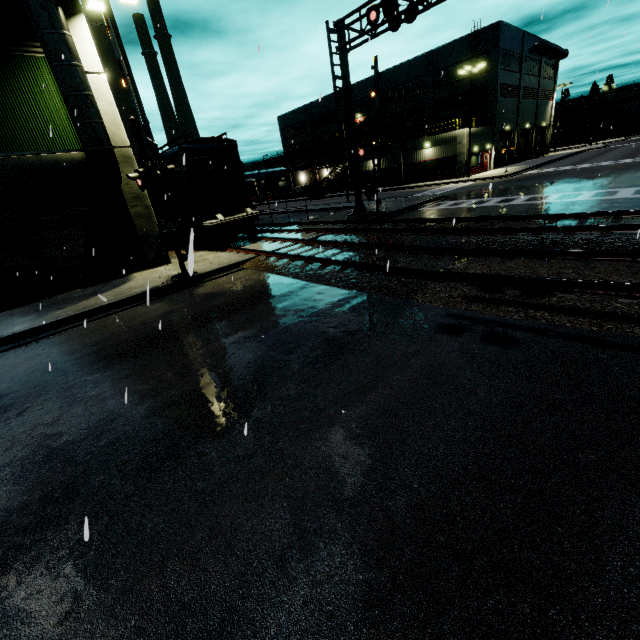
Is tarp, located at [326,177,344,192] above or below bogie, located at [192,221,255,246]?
above

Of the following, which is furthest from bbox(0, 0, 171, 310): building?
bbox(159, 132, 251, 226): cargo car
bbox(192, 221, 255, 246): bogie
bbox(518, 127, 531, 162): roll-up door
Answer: bbox(192, 221, 255, 246): bogie

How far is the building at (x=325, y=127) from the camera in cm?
5429

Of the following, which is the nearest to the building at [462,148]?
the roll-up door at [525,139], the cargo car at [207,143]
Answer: the roll-up door at [525,139]

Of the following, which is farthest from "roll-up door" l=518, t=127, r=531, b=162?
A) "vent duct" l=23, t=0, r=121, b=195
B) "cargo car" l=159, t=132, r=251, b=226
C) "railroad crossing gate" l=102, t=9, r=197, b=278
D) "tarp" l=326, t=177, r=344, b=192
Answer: "railroad crossing gate" l=102, t=9, r=197, b=278

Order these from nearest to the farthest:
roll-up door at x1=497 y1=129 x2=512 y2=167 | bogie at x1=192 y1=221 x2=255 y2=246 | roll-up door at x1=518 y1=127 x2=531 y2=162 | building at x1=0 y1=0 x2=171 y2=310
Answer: building at x1=0 y1=0 x2=171 y2=310
bogie at x1=192 y1=221 x2=255 y2=246
roll-up door at x1=497 y1=129 x2=512 y2=167
roll-up door at x1=518 y1=127 x2=531 y2=162

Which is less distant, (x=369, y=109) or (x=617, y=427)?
(x=617, y=427)

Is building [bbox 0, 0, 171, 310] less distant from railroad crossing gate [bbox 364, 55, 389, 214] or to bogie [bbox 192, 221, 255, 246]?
railroad crossing gate [bbox 364, 55, 389, 214]
